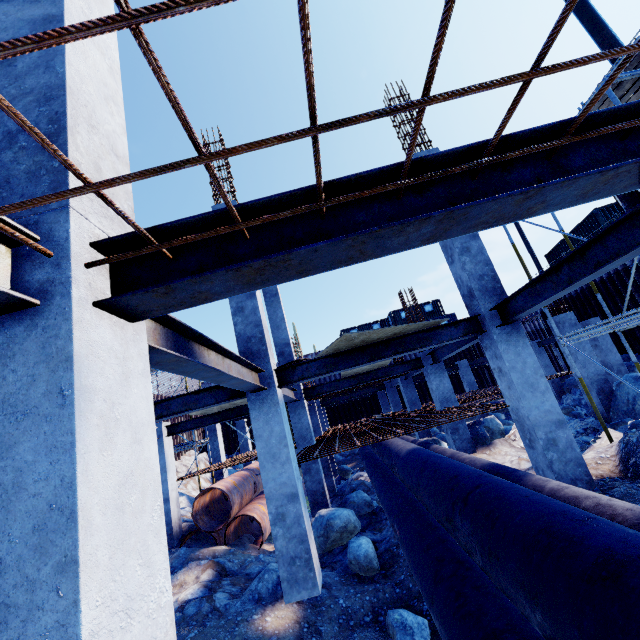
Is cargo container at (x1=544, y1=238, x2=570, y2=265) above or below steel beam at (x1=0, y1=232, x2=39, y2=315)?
above

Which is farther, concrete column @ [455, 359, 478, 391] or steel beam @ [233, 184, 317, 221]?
concrete column @ [455, 359, 478, 391]

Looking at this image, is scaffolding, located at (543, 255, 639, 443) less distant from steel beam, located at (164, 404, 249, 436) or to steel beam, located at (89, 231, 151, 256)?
steel beam, located at (89, 231, 151, 256)

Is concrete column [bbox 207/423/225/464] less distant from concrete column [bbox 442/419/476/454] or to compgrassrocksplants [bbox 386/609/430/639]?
concrete column [bbox 442/419/476/454]

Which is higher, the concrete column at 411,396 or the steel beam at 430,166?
the steel beam at 430,166

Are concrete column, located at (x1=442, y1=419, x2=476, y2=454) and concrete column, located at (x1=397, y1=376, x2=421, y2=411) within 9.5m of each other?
yes

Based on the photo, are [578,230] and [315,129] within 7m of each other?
no

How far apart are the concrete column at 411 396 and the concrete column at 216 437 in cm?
934
